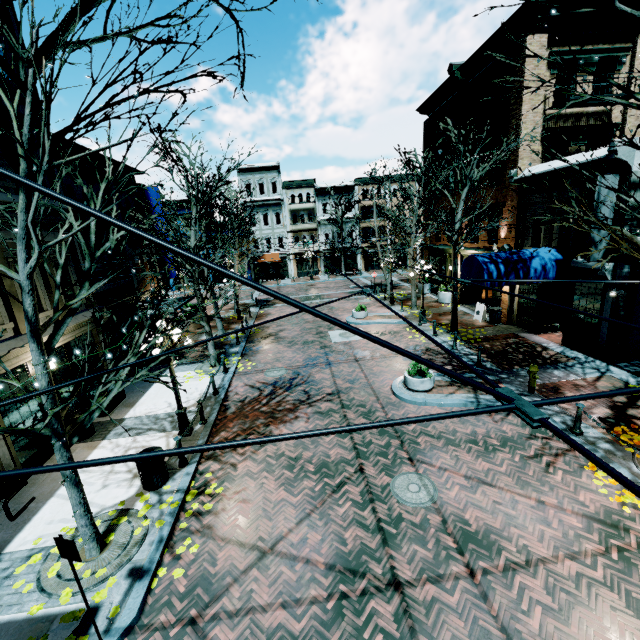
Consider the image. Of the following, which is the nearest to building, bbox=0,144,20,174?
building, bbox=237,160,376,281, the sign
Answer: the sign

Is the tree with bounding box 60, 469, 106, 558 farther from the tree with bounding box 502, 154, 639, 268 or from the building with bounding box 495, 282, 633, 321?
the tree with bounding box 502, 154, 639, 268

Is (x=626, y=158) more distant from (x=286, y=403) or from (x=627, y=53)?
(x=286, y=403)

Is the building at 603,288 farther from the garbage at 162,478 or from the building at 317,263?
the building at 317,263

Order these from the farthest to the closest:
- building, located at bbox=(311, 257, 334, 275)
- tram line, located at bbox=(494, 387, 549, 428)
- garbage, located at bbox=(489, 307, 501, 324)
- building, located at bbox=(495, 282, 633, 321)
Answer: building, located at bbox=(311, 257, 334, 275) < garbage, located at bbox=(489, 307, 501, 324) < building, located at bbox=(495, 282, 633, 321) < tram line, located at bbox=(494, 387, 549, 428)

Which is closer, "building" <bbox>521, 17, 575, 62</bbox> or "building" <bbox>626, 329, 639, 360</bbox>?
"building" <bbox>626, 329, 639, 360</bbox>

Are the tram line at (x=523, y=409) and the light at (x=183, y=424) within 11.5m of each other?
yes

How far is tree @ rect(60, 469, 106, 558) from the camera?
5.8 meters
